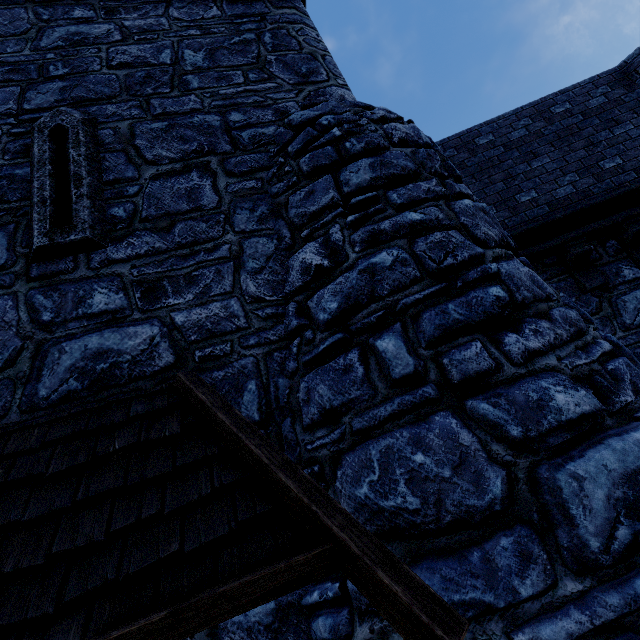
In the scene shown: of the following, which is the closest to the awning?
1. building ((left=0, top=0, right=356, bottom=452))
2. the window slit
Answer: building ((left=0, top=0, right=356, bottom=452))

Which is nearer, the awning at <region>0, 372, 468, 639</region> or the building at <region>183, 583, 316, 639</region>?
the awning at <region>0, 372, 468, 639</region>

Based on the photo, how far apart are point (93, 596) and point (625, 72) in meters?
10.3

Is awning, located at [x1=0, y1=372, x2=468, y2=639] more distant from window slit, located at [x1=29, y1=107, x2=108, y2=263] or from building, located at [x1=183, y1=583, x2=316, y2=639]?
window slit, located at [x1=29, y1=107, x2=108, y2=263]

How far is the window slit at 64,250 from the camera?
3.08m

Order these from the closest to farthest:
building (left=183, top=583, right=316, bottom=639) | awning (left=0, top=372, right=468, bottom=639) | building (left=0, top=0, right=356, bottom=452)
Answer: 1. awning (left=0, top=372, right=468, bottom=639)
2. building (left=183, top=583, right=316, bottom=639)
3. building (left=0, top=0, right=356, bottom=452)

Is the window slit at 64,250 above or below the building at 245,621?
above
